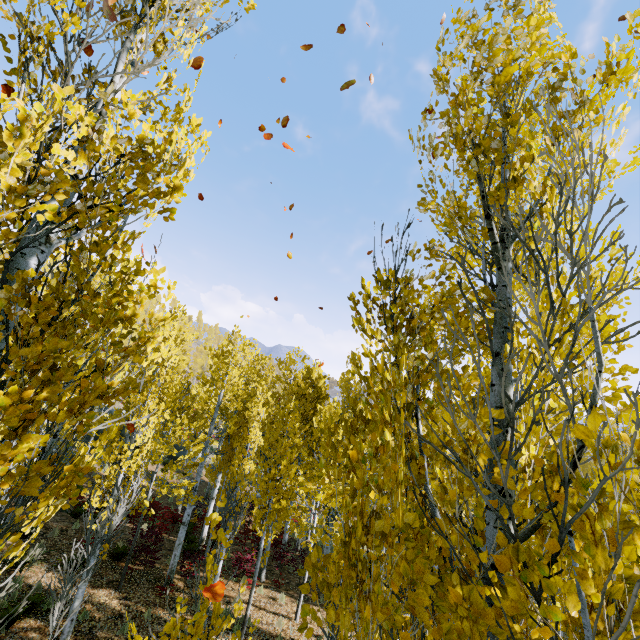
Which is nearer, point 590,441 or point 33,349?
point 590,441
